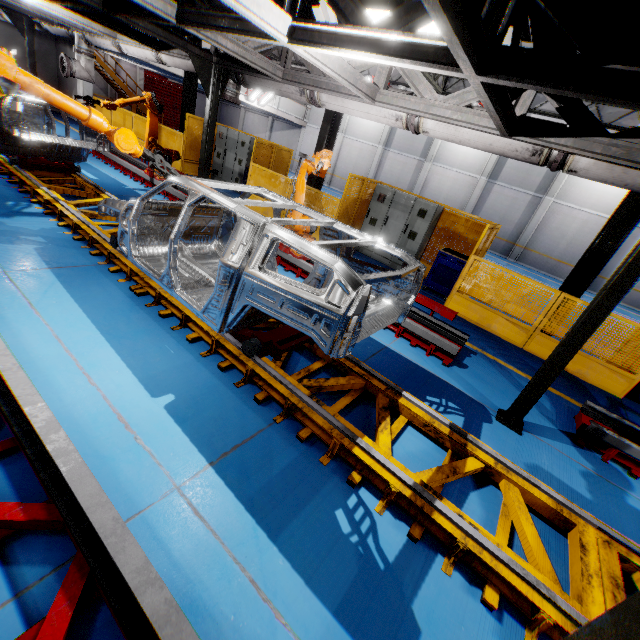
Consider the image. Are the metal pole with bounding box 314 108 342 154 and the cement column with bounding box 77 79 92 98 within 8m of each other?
no

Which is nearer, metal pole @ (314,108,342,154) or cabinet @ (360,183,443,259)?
cabinet @ (360,183,443,259)

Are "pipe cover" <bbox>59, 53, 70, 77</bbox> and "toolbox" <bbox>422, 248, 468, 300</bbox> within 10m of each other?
no

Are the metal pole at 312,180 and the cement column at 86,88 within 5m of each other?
no

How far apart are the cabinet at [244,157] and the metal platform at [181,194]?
3.10m

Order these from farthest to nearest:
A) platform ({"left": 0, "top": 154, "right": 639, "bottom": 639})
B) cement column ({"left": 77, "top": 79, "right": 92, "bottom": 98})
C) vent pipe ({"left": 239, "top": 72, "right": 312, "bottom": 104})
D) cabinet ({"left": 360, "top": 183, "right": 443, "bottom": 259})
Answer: cement column ({"left": 77, "top": 79, "right": 92, "bottom": 98})
cabinet ({"left": 360, "top": 183, "right": 443, "bottom": 259})
vent pipe ({"left": 239, "top": 72, "right": 312, "bottom": 104})
platform ({"left": 0, "top": 154, "right": 639, "bottom": 639})

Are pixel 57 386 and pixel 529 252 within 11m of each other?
no

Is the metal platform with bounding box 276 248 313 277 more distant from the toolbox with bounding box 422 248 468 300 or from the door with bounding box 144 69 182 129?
the door with bounding box 144 69 182 129
